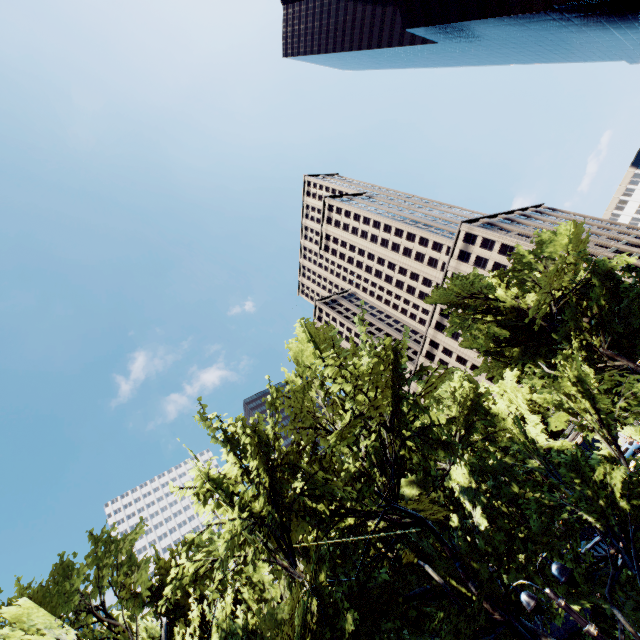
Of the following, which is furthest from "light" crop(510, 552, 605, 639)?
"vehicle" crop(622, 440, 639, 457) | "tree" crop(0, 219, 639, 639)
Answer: "vehicle" crop(622, 440, 639, 457)

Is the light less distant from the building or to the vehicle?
the vehicle

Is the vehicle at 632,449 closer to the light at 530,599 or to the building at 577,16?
the light at 530,599

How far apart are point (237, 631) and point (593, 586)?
14.27m

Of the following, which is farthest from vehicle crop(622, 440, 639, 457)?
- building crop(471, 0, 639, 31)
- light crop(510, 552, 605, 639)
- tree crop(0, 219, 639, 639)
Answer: building crop(471, 0, 639, 31)

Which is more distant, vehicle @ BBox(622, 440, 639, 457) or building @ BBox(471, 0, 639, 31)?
building @ BBox(471, 0, 639, 31)

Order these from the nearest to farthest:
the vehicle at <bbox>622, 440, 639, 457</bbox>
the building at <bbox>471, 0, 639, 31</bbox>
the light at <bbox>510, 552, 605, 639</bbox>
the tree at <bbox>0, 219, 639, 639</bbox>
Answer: the light at <bbox>510, 552, 605, 639</bbox> → the tree at <bbox>0, 219, 639, 639</bbox> → the vehicle at <bbox>622, 440, 639, 457</bbox> → the building at <bbox>471, 0, 639, 31</bbox>
